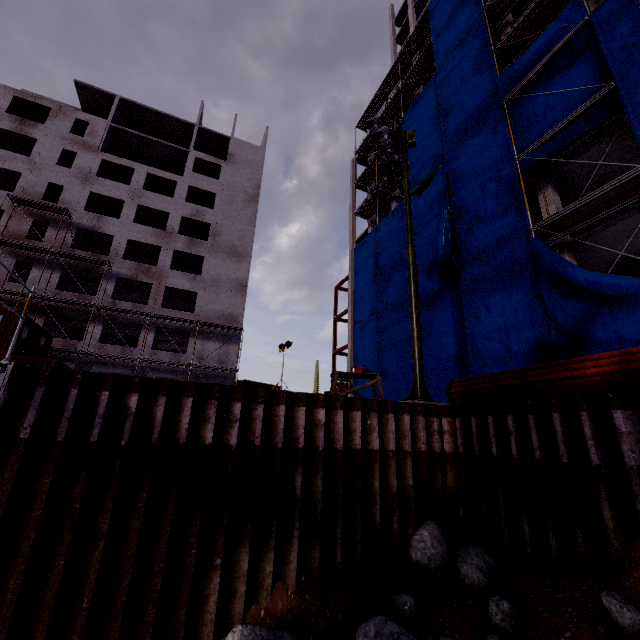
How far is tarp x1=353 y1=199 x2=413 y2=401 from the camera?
21.08m

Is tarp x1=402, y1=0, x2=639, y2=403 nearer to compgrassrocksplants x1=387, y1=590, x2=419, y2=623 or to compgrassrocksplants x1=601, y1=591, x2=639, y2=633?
compgrassrocksplants x1=601, y1=591, x2=639, y2=633

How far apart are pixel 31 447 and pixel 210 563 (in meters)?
3.77

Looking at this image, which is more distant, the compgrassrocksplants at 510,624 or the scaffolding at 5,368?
the scaffolding at 5,368

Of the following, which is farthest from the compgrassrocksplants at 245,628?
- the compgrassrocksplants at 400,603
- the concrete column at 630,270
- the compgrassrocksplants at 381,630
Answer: the concrete column at 630,270

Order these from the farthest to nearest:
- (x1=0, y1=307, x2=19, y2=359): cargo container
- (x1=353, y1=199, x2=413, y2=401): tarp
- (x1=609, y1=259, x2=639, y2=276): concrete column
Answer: (x1=353, y1=199, x2=413, y2=401): tarp, (x1=0, y1=307, x2=19, y2=359): cargo container, (x1=609, y1=259, x2=639, y2=276): concrete column

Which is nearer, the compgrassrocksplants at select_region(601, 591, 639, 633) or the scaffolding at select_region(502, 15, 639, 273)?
the compgrassrocksplants at select_region(601, 591, 639, 633)

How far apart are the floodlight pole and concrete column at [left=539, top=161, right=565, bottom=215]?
7.0m
